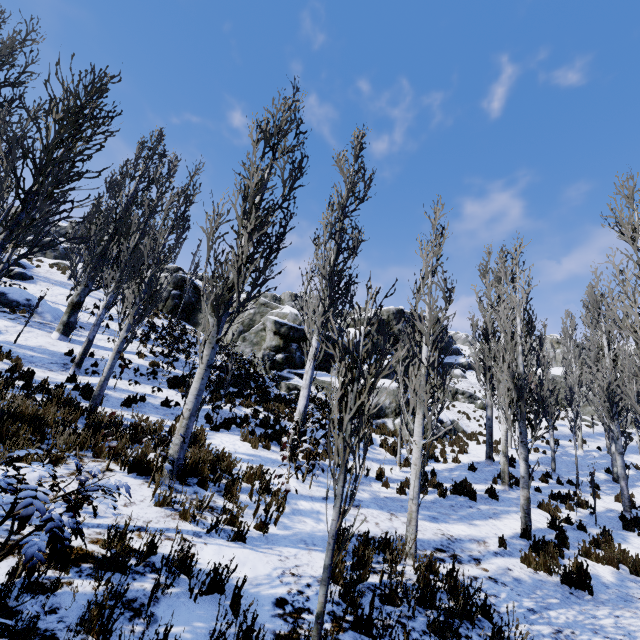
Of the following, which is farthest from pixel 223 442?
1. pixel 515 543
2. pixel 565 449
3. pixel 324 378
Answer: pixel 565 449

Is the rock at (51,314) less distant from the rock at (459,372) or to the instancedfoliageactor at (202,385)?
the instancedfoliageactor at (202,385)

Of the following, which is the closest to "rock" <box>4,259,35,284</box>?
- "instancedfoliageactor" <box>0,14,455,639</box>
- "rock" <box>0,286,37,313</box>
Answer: "instancedfoliageactor" <box>0,14,455,639</box>

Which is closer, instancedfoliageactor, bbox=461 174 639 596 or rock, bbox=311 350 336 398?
instancedfoliageactor, bbox=461 174 639 596

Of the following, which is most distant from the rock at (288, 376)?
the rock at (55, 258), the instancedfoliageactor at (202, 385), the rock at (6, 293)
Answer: the rock at (55, 258)

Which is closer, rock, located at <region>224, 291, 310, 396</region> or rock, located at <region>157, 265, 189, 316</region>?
rock, located at <region>224, 291, 310, 396</region>
